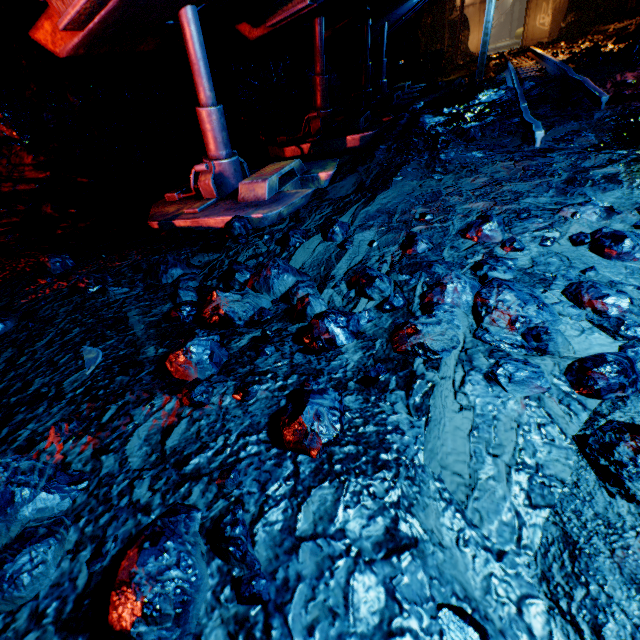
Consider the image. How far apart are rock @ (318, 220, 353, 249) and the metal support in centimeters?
156cm

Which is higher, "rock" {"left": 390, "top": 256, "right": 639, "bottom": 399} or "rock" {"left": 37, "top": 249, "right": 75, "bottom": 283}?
"rock" {"left": 37, "top": 249, "right": 75, "bottom": 283}

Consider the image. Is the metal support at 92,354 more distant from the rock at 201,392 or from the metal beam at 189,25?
the metal beam at 189,25

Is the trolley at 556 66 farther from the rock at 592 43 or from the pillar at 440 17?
the pillar at 440 17

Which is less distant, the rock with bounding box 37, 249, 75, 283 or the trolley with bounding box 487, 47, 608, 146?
the rock with bounding box 37, 249, 75, 283

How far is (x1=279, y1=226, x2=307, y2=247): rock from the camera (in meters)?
2.33

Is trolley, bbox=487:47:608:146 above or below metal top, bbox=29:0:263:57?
below

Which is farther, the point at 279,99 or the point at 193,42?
the point at 279,99
